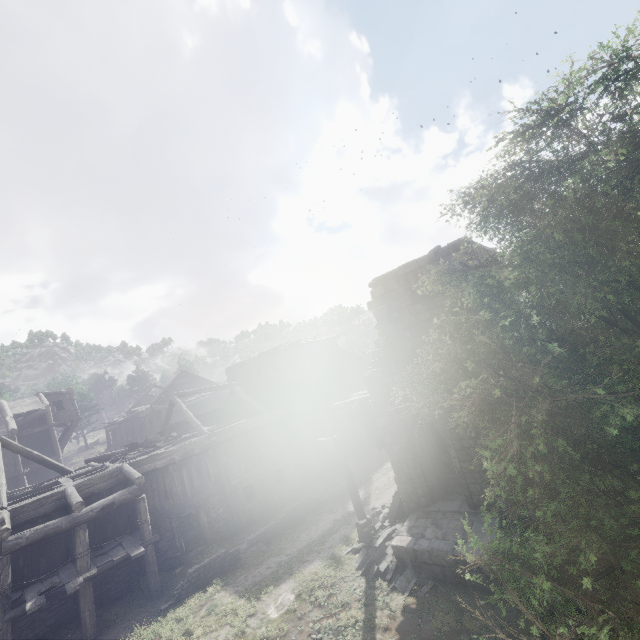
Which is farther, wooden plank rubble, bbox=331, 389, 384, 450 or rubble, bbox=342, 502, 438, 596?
wooden plank rubble, bbox=331, 389, 384, 450

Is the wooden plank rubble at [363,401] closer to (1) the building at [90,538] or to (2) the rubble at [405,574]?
(1) the building at [90,538]

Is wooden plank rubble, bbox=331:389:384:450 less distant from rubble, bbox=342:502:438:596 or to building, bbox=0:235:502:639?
building, bbox=0:235:502:639

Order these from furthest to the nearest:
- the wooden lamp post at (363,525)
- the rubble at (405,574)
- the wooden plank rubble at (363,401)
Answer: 1. the wooden plank rubble at (363,401)
2. the wooden lamp post at (363,525)
3. the rubble at (405,574)

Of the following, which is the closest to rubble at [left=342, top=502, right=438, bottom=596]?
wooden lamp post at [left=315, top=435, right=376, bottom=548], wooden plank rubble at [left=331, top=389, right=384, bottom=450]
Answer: wooden lamp post at [left=315, top=435, right=376, bottom=548]

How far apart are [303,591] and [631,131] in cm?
1510

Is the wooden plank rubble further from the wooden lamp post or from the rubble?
the rubble

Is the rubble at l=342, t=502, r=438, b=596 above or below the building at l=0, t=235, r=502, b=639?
below
